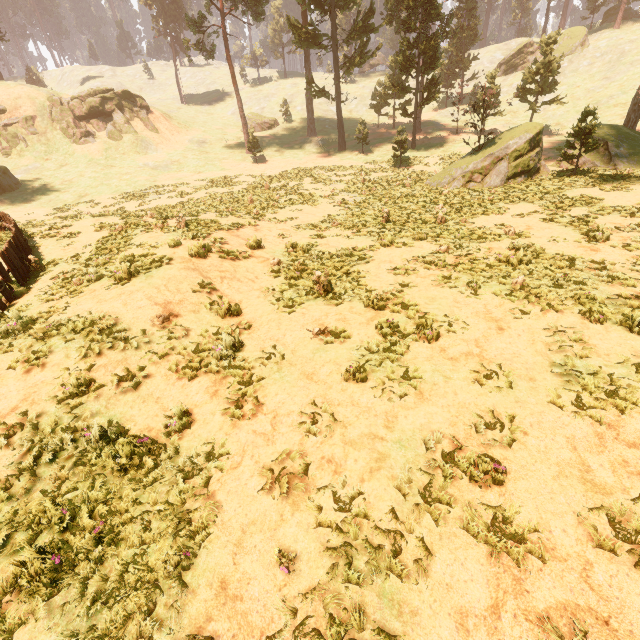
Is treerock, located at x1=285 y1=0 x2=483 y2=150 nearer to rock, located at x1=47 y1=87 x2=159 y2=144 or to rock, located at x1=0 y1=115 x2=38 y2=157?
rock, located at x1=0 y1=115 x2=38 y2=157

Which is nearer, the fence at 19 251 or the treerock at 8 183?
the fence at 19 251

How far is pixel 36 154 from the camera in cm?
4012

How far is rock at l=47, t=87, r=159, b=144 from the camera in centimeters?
4184cm

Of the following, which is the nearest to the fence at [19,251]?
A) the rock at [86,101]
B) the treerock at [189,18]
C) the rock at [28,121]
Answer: the treerock at [189,18]

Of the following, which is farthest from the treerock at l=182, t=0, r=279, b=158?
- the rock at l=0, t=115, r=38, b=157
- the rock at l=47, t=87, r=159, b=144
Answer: the rock at l=47, t=87, r=159, b=144

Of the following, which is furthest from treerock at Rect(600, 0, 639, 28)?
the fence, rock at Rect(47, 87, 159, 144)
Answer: rock at Rect(47, 87, 159, 144)
